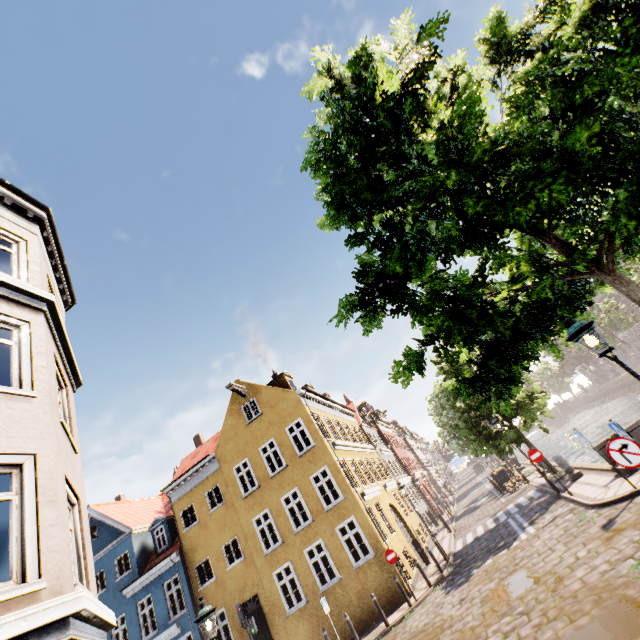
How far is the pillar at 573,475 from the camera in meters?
13.9 m

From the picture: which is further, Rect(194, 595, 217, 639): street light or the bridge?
the bridge

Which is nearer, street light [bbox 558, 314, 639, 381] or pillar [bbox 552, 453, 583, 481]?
street light [bbox 558, 314, 639, 381]

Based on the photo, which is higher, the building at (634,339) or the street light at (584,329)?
the street light at (584,329)

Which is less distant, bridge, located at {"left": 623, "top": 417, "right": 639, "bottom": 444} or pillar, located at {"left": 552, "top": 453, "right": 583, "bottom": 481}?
bridge, located at {"left": 623, "top": 417, "right": 639, "bottom": 444}

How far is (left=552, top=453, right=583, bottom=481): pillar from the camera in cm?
1391

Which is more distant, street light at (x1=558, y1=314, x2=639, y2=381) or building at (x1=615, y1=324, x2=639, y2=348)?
building at (x1=615, y1=324, x2=639, y2=348)

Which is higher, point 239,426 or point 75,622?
point 239,426
